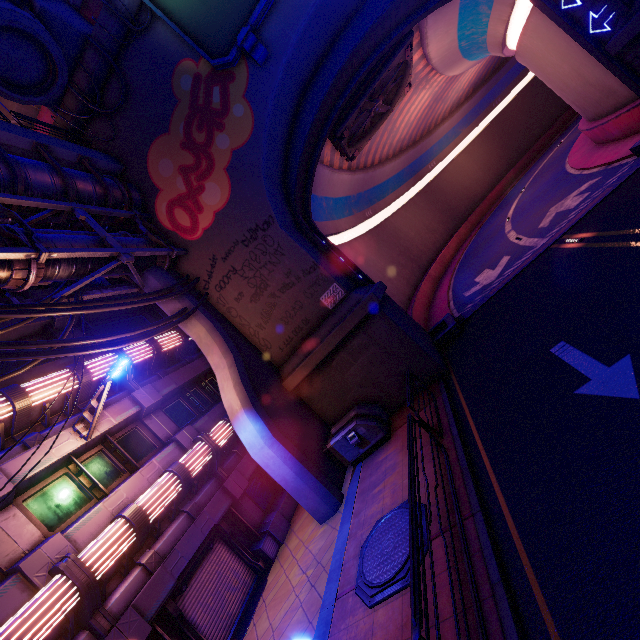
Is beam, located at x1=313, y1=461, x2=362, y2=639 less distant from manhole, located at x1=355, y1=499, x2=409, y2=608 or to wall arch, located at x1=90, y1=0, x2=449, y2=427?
manhole, located at x1=355, y1=499, x2=409, y2=608

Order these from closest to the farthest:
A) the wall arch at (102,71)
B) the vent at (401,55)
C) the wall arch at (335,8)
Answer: the wall arch at (335,8)
the wall arch at (102,71)
the vent at (401,55)

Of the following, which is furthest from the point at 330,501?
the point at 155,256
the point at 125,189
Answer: the point at 125,189

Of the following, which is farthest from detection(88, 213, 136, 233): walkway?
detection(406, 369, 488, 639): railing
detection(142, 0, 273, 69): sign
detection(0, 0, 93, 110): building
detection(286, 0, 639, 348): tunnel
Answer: detection(406, 369, 488, 639): railing

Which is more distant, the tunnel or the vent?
the vent

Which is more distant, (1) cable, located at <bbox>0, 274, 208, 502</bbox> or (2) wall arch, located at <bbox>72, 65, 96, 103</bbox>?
(2) wall arch, located at <bbox>72, 65, 96, 103</bbox>

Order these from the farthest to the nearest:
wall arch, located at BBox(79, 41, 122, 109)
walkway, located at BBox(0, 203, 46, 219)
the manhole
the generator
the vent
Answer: the vent, wall arch, located at BBox(79, 41, 122, 109), the generator, walkway, located at BBox(0, 203, 46, 219), the manhole

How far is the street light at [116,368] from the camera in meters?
8.8 m
